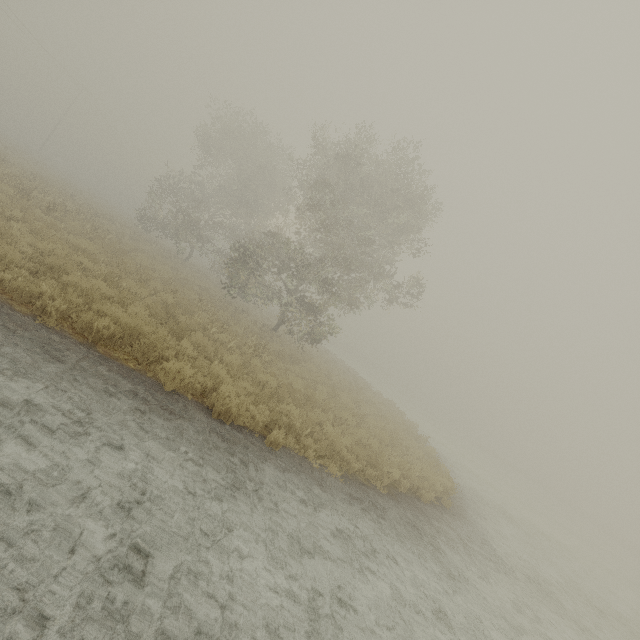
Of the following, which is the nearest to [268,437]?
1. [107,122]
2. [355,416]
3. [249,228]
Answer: [355,416]
